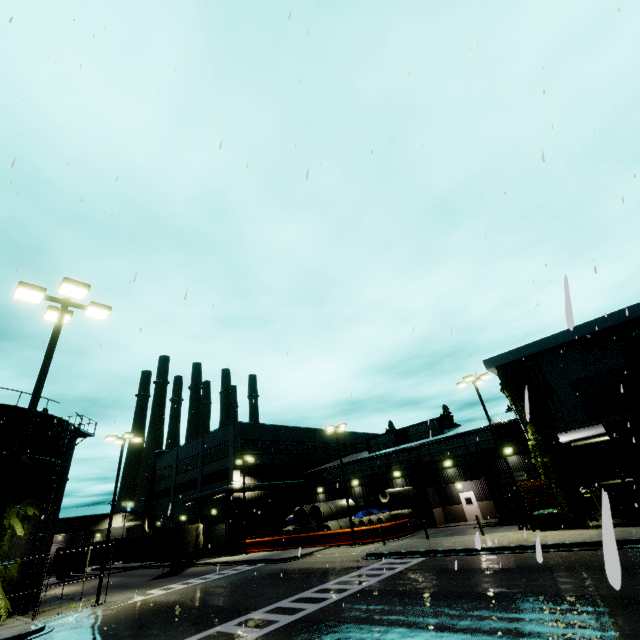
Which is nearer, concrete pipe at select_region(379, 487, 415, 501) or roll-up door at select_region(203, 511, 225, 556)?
concrete pipe at select_region(379, 487, 415, 501)

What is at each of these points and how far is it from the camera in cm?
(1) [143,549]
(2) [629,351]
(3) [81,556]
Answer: (1) semi trailer, 4178
(2) tree, 1908
(3) semi trailer, 4072

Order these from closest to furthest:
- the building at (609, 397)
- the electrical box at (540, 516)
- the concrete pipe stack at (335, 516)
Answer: the building at (609, 397) < the electrical box at (540, 516) < the concrete pipe stack at (335, 516)

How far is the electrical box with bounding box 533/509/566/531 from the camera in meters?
18.7 m

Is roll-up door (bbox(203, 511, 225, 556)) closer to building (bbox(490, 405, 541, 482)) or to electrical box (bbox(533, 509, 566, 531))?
building (bbox(490, 405, 541, 482))

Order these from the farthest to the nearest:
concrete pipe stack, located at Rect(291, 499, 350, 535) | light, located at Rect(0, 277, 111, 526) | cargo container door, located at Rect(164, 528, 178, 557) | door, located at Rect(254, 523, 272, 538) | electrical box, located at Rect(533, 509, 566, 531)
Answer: door, located at Rect(254, 523, 272, 538)
concrete pipe stack, located at Rect(291, 499, 350, 535)
cargo container door, located at Rect(164, 528, 178, 557)
electrical box, located at Rect(533, 509, 566, 531)
light, located at Rect(0, 277, 111, 526)

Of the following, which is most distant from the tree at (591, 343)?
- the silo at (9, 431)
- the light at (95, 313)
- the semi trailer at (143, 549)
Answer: the semi trailer at (143, 549)

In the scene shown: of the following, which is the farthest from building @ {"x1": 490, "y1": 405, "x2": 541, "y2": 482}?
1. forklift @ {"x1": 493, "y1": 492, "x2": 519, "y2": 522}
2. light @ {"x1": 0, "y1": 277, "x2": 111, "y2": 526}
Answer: light @ {"x1": 0, "y1": 277, "x2": 111, "y2": 526}
